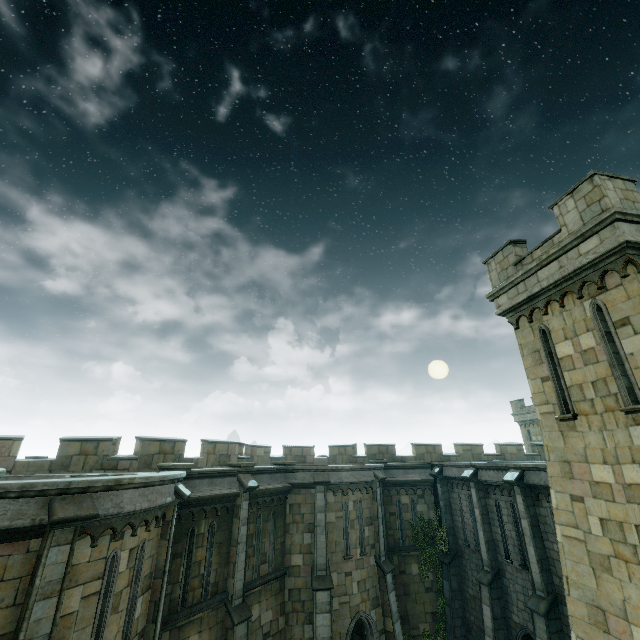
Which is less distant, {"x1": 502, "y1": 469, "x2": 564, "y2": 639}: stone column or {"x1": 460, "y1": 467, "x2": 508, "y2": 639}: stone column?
{"x1": 502, "y1": 469, "x2": 564, "y2": 639}: stone column

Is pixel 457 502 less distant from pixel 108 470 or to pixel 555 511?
pixel 555 511

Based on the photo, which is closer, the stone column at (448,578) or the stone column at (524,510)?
the stone column at (524,510)

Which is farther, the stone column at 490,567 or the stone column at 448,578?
the stone column at 448,578

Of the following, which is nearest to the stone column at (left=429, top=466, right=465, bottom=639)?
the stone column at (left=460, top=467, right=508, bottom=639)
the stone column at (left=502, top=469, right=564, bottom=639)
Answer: the stone column at (left=460, top=467, right=508, bottom=639)

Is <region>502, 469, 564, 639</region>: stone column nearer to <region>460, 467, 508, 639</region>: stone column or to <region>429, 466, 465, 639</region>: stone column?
<region>460, 467, 508, 639</region>: stone column

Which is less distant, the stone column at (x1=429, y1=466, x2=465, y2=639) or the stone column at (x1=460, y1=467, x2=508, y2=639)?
the stone column at (x1=460, y1=467, x2=508, y2=639)
